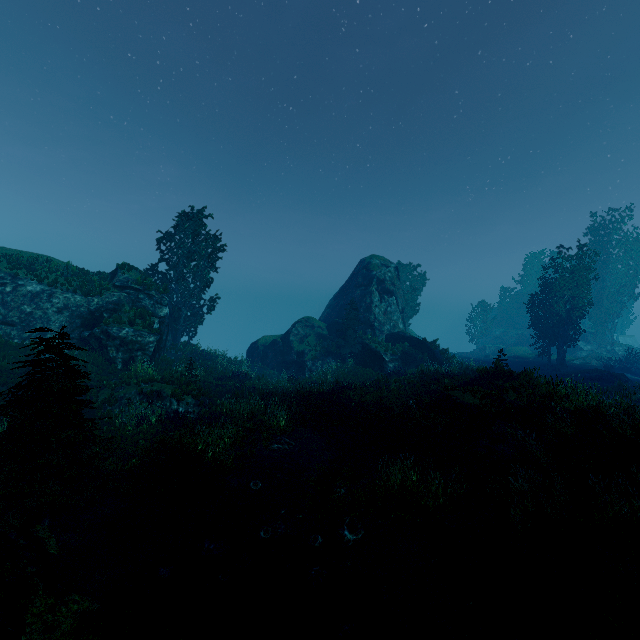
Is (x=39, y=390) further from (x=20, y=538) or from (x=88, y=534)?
(x=88, y=534)

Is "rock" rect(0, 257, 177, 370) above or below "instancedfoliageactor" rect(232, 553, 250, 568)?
above

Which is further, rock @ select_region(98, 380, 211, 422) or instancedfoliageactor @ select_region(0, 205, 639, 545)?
rock @ select_region(98, 380, 211, 422)

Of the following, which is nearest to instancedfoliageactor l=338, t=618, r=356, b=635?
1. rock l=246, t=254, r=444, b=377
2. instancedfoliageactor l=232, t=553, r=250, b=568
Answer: rock l=246, t=254, r=444, b=377

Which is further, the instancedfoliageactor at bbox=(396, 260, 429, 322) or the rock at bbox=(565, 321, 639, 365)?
→ the instancedfoliageactor at bbox=(396, 260, 429, 322)

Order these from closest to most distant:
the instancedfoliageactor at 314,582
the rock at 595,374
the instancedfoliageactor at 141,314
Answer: the instancedfoliageactor at 314,582, the instancedfoliageactor at 141,314, the rock at 595,374

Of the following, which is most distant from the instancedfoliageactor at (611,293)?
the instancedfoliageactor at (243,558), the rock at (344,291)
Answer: the instancedfoliageactor at (243,558)

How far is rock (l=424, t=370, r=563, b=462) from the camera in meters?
10.8 m
